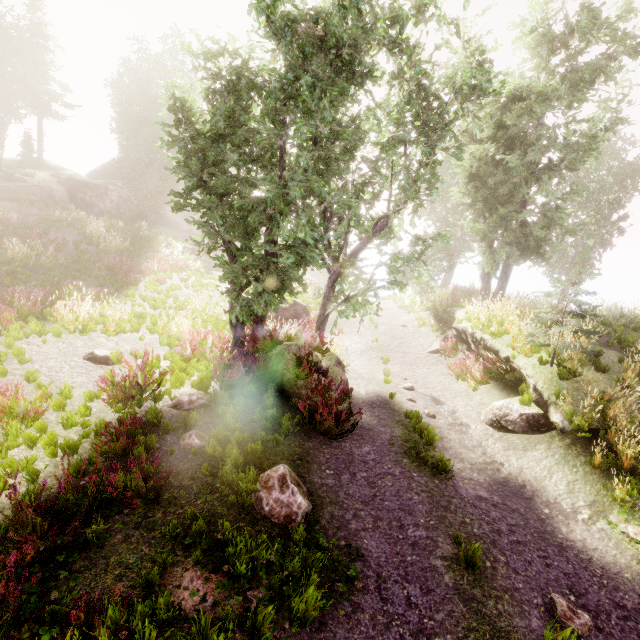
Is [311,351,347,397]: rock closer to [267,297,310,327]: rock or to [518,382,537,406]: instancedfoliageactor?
[518,382,537,406]: instancedfoliageactor

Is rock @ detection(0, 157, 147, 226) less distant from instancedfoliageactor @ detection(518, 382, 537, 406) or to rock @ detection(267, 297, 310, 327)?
instancedfoliageactor @ detection(518, 382, 537, 406)

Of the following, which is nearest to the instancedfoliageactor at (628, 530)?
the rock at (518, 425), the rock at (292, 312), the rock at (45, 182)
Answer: the rock at (45, 182)

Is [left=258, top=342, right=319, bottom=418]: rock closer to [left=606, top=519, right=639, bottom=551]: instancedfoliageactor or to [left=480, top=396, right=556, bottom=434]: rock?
[left=606, top=519, right=639, bottom=551]: instancedfoliageactor

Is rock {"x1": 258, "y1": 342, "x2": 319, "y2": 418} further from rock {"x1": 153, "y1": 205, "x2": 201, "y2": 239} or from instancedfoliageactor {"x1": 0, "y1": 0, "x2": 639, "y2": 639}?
rock {"x1": 153, "y1": 205, "x2": 201, "y2": 239}

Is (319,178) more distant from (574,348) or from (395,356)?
(395,356)

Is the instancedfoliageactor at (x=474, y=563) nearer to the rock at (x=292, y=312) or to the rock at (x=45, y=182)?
the rock at (x=45, y=182)
